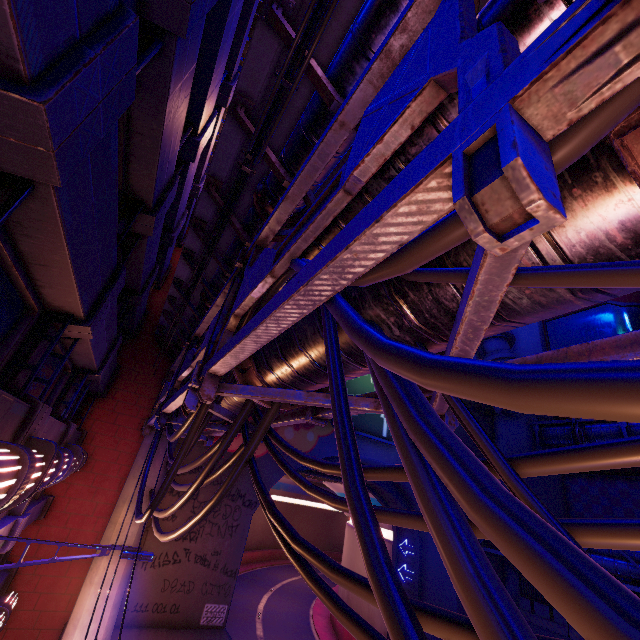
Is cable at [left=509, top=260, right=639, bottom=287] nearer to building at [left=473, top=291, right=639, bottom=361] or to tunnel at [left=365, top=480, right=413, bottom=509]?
tunnel at [left=365, top=480, right=413, bottom=509]

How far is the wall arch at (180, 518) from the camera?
12.6m

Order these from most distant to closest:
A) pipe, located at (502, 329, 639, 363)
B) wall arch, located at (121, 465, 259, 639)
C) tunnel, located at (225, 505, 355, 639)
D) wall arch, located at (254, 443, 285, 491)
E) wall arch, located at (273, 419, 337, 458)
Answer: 1. tunnel, located at (225, 505, 355, 639)
2. wall arch, located at (273, 419, 337, 458)
3. wall arch, located at (254, 443, 285, 491)
4. wall arch, located at (121, 465, 259, 639)
5. pipe, located at (502, 329, 639, 363)

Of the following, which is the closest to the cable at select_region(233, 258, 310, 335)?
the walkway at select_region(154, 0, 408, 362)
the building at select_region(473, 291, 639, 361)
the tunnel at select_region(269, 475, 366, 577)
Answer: the walkway at select_region(154, 0, 408, 362)

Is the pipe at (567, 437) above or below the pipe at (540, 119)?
above

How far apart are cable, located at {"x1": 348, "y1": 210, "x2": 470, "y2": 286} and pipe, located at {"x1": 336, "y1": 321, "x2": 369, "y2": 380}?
0.0m

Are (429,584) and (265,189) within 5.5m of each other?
no
